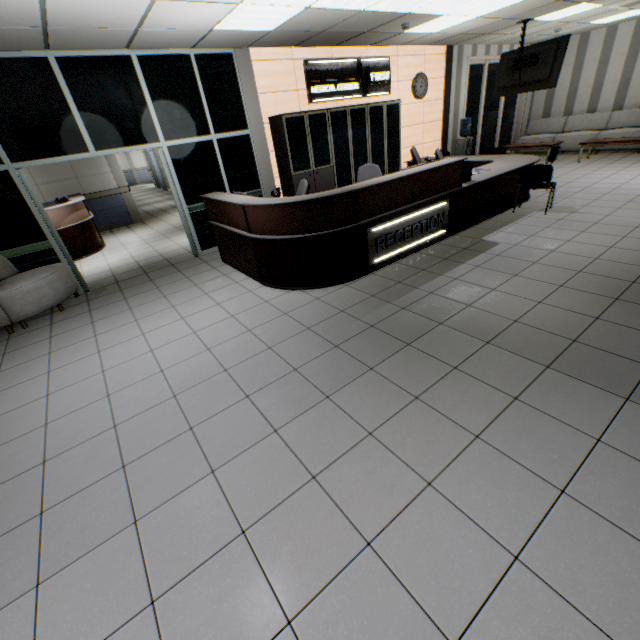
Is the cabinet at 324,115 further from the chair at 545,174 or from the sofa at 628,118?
the sofa at 628,118

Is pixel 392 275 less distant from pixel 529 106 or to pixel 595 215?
pixel 595 215

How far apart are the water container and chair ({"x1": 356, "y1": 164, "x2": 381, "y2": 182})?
5.4 meters

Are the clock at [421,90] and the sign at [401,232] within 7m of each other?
yes

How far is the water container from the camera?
9.4 meters

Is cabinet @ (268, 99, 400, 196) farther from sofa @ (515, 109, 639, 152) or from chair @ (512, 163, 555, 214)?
sofa @ (515, 109, 639, 152)

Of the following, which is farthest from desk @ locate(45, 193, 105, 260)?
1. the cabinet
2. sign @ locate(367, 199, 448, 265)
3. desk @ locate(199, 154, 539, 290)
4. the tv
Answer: the tv

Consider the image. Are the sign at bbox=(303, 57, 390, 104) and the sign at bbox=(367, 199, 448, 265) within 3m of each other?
no
